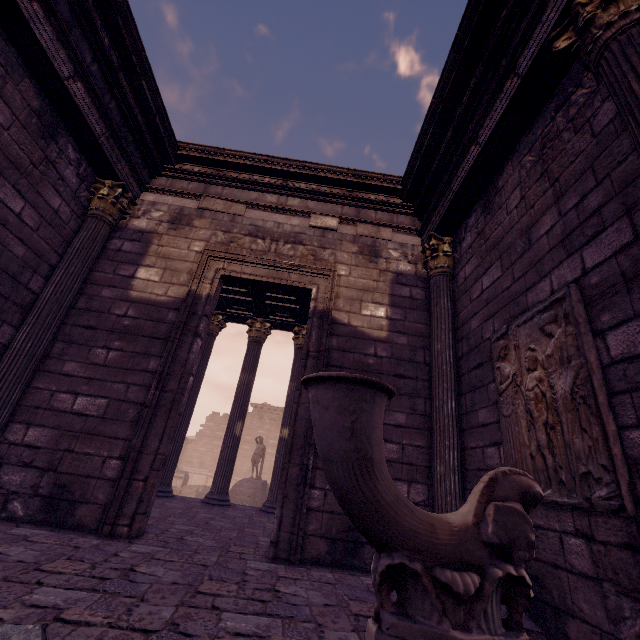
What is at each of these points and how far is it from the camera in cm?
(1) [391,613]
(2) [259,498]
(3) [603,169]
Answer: (1) sculpture, 104
(2) building debris, 1448
(3) building, 263

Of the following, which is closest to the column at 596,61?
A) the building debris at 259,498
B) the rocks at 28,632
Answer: the rocks at 28,632

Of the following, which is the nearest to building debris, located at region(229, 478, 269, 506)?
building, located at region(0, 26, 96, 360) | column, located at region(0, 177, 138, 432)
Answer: building, located at region(0, 26, 96, 360)

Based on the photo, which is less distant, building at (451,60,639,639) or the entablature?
building at (451,60,639,639)

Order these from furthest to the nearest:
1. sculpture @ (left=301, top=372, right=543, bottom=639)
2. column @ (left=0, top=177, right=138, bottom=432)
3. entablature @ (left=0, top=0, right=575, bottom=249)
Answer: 1. column @ (left=0, top=177, right=138, bottom=432)
2. entablature @ (left=0, top=0, right=575, bottom=249)
3. sculpture @ (left=301, top=372, right=543, bottom=639)

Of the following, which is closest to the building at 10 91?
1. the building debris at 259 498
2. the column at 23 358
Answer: the column at 23 358

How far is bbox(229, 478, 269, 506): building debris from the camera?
14.55m

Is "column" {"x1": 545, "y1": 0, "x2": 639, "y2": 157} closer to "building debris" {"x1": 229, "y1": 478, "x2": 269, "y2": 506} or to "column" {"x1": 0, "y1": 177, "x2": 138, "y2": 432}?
"column" {"x1": 0, "y1": 177, "x2": 138, "y2": 432}
